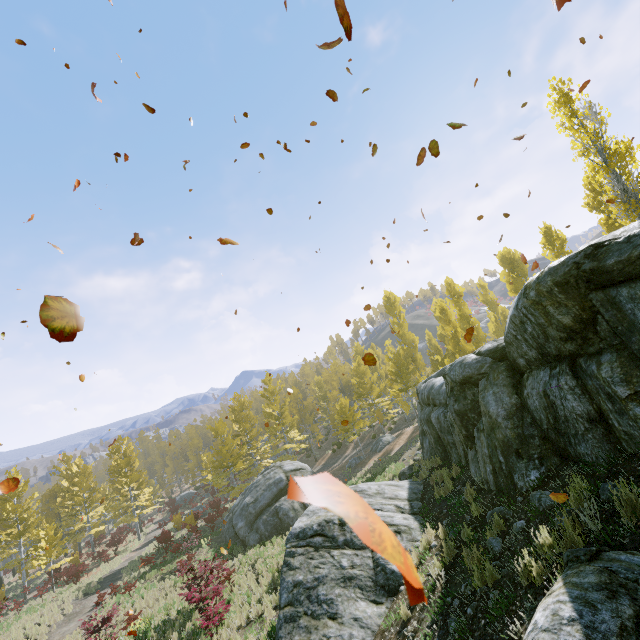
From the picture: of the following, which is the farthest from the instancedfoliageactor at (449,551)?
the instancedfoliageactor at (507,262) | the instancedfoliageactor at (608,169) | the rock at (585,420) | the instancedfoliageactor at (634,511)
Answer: the instancedfoliageactor at (634,511)

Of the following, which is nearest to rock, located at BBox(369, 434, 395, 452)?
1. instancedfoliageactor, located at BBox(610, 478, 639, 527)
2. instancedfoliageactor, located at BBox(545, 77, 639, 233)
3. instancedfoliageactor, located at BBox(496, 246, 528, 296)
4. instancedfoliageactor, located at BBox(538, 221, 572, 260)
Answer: instancedfoliageactor, located at BBox(538, 221, 572, 260)

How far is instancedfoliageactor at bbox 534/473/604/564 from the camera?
4.0 meters

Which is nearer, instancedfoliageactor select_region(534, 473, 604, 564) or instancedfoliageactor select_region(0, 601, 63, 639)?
instancedfoliageactor select_region(534, 473, 604, 564)

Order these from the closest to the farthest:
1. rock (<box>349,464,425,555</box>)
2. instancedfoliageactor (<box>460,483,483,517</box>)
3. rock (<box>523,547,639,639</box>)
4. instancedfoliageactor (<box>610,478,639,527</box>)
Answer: rock (<box>523,547,639,639</box>)
instancedfoliageactor (<box>610,478,639,527</box>)
instancedfoliageactor (<box>460,483,483,517</box>)
rock (<box>349,464,425,555</box>)

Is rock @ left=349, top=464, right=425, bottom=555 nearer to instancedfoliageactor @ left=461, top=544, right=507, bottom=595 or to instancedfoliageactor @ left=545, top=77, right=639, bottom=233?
instancedfoliageactor @ left=461, top=544, right=507, bottom=595

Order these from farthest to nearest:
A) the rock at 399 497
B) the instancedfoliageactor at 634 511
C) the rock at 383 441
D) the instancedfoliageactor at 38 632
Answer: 1. the rock at 383 441
2. the instancedfoliageactor at 38 632
3. the rock at 399 497
4. the instancedfoliageactor at 634 511

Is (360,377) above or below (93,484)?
above
